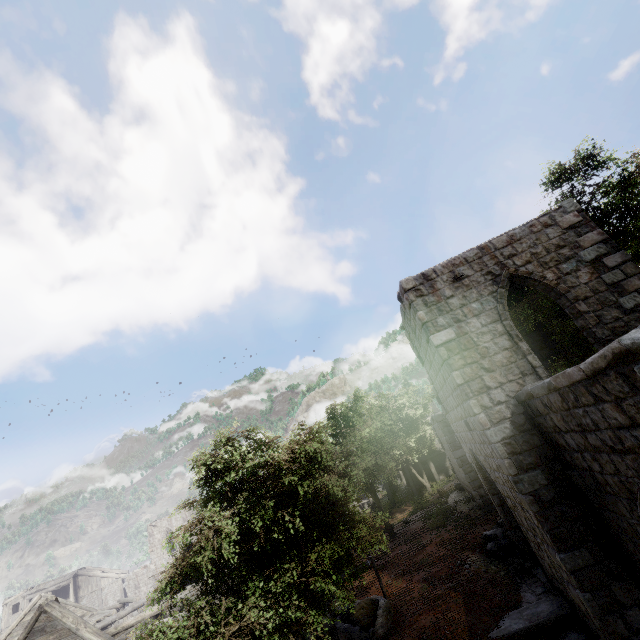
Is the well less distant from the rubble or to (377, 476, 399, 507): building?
(377, 476, 399, 507): building

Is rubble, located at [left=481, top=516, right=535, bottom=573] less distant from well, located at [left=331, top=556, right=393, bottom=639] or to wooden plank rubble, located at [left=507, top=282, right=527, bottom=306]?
well, located at [left=331, top=556, right=393, bottom=639]

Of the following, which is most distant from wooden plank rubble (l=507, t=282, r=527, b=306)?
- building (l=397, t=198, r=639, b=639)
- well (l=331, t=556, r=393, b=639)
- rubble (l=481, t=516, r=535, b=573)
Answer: well (l=331, t=556, r=393, b=639)

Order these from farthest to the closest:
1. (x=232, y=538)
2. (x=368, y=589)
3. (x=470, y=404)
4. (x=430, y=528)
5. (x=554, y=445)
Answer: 1. (x=430, y=528)
2. (x=368, y=589)
3. (x=470, y=404)
4. (x=554, y=445)
5. (x=232, y=538)

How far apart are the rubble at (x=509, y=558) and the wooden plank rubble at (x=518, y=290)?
7.5 meters

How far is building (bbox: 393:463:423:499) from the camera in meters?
30.0 m

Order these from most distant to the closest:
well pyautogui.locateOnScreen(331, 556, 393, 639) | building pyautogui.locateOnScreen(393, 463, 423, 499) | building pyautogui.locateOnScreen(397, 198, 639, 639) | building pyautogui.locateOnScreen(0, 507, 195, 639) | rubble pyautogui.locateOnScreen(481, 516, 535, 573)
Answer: building pyautogui.locateOnScreen(393, 463, 423, 499)
building pyautogui.locateOnScreen(0, 507, 195, 639)
rubble pyautogui.locateOnScreen(481, 516, 535, 573)
well pyautogui.locateOnScreen(331, 556, 393, 639)
building pyautogui.locateOnScreen(397, 198, 639, 639)

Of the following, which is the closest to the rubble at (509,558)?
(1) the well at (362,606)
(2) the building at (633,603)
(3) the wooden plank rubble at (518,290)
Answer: (2) the building at (633,603)
